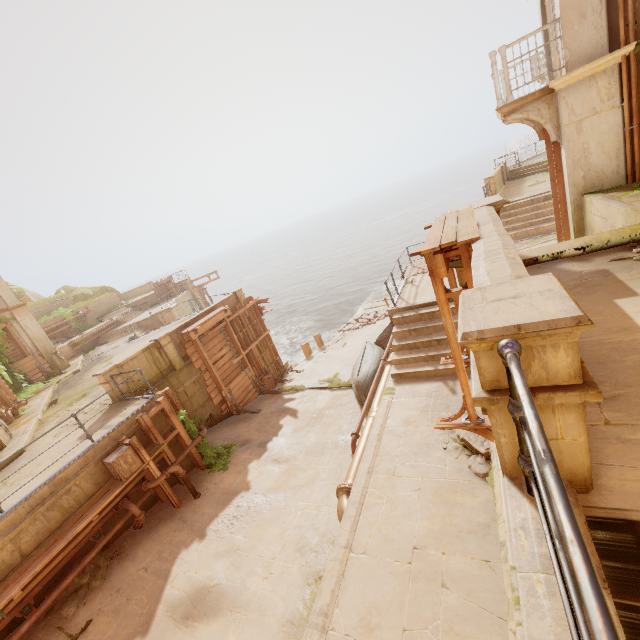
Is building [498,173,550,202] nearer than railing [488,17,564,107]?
No

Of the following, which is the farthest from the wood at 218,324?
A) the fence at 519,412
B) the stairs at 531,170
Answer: the stairs at 531,170

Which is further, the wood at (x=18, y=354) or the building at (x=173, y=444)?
the wood at (x=18, y=354)

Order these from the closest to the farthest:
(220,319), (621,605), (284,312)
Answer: (621,605), (220,319), (284,312)

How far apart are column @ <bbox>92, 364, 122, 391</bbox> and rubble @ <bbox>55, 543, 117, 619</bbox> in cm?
422

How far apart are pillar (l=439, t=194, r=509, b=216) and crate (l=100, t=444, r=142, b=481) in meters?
8.6 m

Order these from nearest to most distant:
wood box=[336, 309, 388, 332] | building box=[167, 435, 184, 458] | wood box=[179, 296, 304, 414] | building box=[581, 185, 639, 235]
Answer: building box=[581, 185, 639, 235]
building box=[167, 435, 184, 458]
wood box=[179, 296, 304, 414]
wood box=[336, 309, 388, 332]

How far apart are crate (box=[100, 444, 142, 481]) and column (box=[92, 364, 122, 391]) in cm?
260
